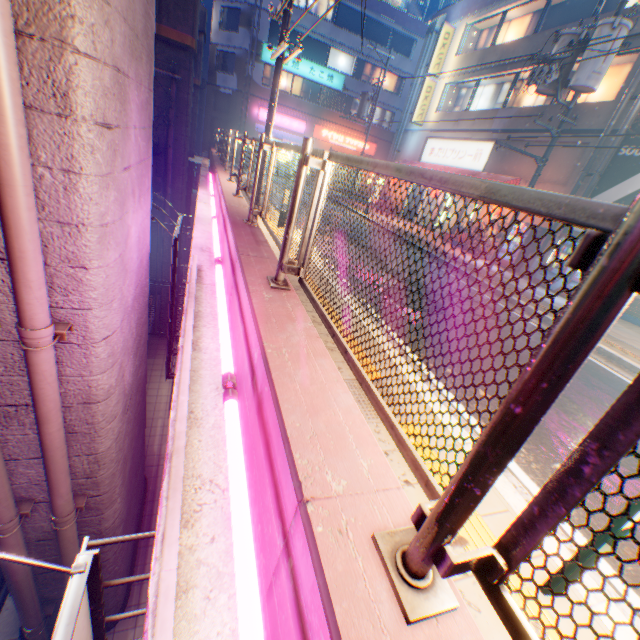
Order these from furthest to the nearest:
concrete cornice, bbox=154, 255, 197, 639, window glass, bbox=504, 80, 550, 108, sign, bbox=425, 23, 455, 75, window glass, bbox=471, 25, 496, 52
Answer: sign, bbox=425, 23, 455, 75 → window glass, bbox=471, 25, 496, 52 → window glass, bbox=504, 80, 550, 108 → concrete cornice, bbox=154, 255, 197, 639

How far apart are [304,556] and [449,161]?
22.7 meters

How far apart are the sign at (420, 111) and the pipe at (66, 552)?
24.01m

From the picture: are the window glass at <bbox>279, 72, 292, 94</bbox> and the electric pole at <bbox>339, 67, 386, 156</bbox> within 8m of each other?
no

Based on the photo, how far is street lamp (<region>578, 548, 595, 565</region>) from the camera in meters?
2.0

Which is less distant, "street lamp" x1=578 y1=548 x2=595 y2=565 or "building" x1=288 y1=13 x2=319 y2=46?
"street lamp" x1=578 y1=548 x2=595 y2=565

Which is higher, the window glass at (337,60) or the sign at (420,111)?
the window glass at (337,60)

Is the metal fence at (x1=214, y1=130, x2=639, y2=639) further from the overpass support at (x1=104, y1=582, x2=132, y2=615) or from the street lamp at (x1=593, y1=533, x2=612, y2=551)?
the street lamp at (x1=593, y1=533, x2=612, y2=551)
